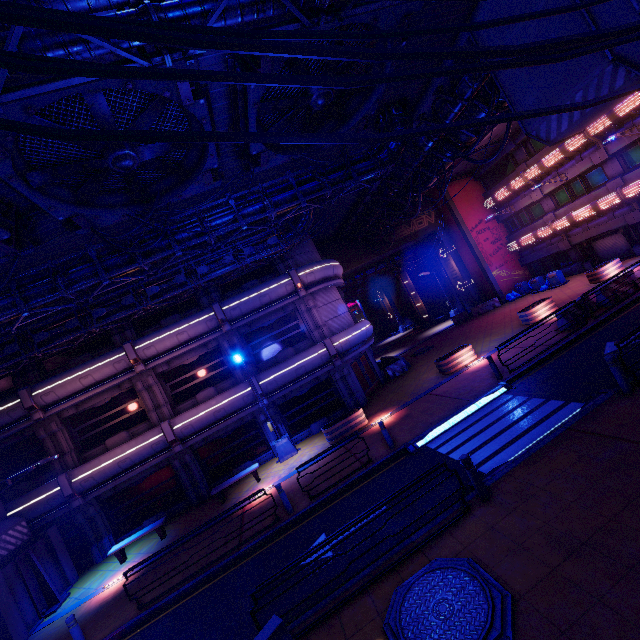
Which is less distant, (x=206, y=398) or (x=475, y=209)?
(x=206, y=398)

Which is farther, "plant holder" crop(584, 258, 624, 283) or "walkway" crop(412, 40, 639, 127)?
"plant holder" crop(584, 258, 624, 283)

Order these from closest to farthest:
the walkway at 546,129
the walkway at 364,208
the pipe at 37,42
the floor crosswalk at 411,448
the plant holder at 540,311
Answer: the pipe at 37,42 → the walkway at 546,129 → the floor crosswalk at 411,448 → the walkway at 364,208 → the plant holder at 540,311

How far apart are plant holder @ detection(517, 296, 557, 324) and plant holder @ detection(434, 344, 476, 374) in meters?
4.1 m

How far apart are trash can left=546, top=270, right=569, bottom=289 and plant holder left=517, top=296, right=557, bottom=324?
6.9m

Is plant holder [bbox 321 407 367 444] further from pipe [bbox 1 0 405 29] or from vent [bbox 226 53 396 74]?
pipe [bbox 1 0 405 29]

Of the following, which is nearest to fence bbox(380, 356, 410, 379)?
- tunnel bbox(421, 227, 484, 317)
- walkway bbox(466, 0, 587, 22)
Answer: tunnel bbox(421, 227, 484, 317)

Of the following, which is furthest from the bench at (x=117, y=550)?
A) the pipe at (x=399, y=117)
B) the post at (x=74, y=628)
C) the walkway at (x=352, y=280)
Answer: the walkway at (x=352, y=280)
